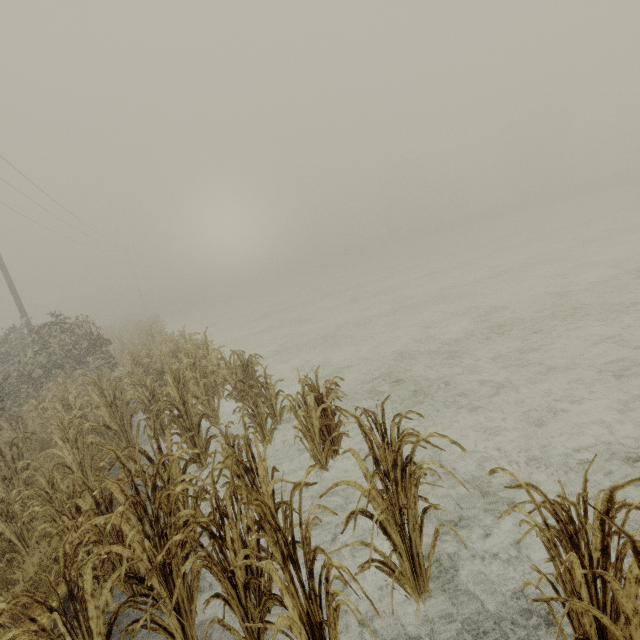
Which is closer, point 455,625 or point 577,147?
point 455,625
